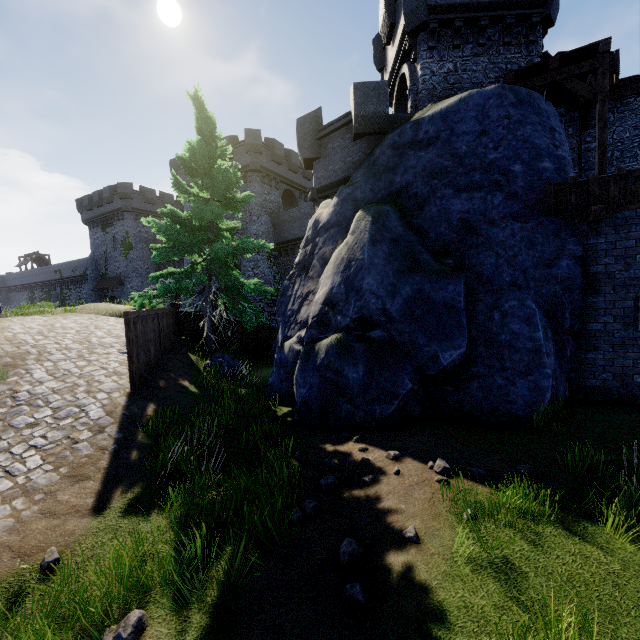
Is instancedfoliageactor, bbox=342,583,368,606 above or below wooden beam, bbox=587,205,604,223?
below

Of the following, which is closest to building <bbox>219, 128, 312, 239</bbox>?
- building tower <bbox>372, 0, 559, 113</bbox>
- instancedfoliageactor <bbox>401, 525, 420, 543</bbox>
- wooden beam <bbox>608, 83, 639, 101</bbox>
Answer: building tower <bbox>372, 0, 559, 113</bbox>

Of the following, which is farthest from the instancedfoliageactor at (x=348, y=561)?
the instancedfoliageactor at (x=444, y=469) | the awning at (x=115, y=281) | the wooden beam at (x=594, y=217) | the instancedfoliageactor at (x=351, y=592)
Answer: the awning at (x=115, y=281)

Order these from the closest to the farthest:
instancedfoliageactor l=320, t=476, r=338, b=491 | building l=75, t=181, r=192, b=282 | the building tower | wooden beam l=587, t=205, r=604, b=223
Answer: instancedfoliageactor l=320, t=476, r=338, b=491 < wooden beam l=587, t=205, r=604, b=223 < the building tower < building l=75, t=181, r=192, b=282

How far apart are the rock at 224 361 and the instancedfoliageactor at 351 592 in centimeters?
917cm

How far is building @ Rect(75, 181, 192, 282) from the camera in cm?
3797

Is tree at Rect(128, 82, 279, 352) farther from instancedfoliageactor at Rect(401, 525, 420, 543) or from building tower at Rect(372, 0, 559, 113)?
instancedfoliageactor at Rect(401, 525, 420, 543)

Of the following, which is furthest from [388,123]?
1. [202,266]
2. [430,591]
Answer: [430,591]
